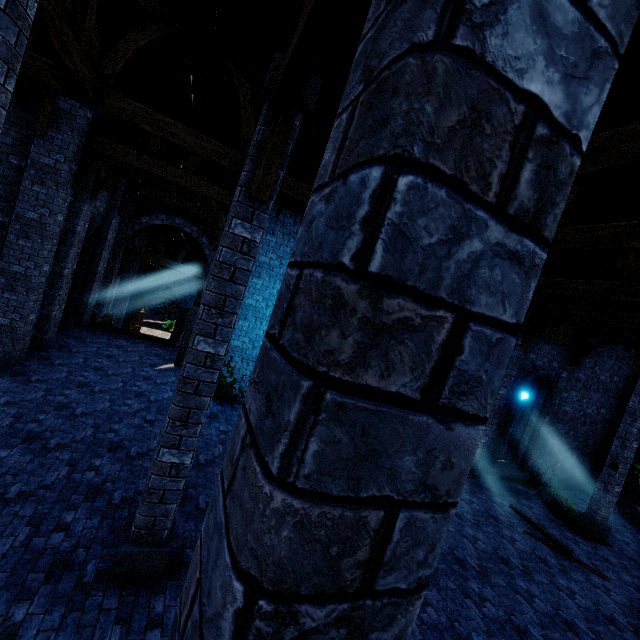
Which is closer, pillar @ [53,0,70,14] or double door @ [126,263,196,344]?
pillar @ [53,0,70,14]

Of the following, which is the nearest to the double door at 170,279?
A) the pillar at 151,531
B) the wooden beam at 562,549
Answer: the pillar at 151,531

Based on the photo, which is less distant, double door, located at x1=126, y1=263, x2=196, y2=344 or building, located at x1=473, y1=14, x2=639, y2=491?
building, located at x1=473, y1=14, x2=639, y2=491

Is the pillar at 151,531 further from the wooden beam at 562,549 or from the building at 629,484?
the wooden beam at 562,549

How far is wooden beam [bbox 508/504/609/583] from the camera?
8.6m

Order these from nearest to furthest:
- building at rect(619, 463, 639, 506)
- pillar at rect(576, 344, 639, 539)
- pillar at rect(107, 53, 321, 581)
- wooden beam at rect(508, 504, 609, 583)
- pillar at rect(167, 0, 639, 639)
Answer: pillar at rect(167, 0, 639, 639)
pillar at rect(107, 53, 321, 581)
wooden beam at rect(508, 504, 609, 583)
pillar at rect(576, 344, 639, 539)
building at rect(619, 463, 639, 506)

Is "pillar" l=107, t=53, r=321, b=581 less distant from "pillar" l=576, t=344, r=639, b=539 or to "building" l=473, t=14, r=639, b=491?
"building" l=473, t=14, r=639, b=491

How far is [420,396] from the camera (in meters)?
0.62
